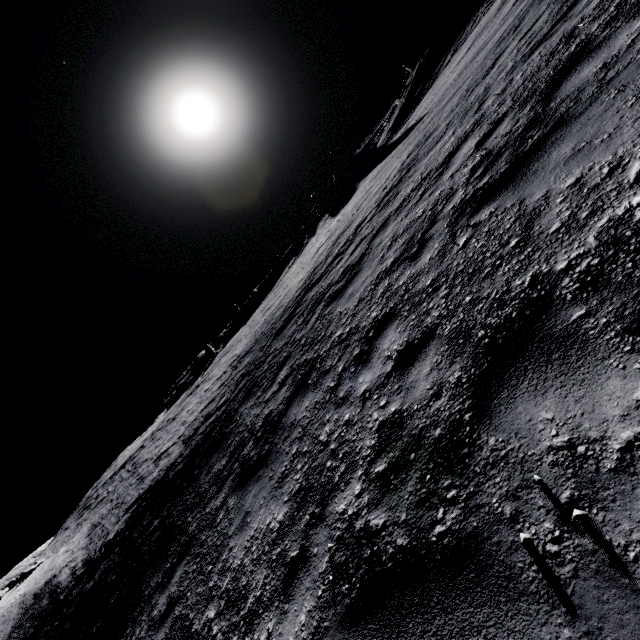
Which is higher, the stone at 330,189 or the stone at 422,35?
the stone at 422,35

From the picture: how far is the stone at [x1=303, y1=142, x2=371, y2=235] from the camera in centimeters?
4022cm

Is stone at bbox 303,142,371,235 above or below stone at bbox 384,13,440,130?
below

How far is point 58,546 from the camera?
20.6 meters

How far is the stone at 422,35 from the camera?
32.67m

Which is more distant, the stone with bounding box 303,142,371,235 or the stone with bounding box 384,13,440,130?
the stone with bounding box 303,142,371,235

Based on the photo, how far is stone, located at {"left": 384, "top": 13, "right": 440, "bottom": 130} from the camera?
32.7 meters
